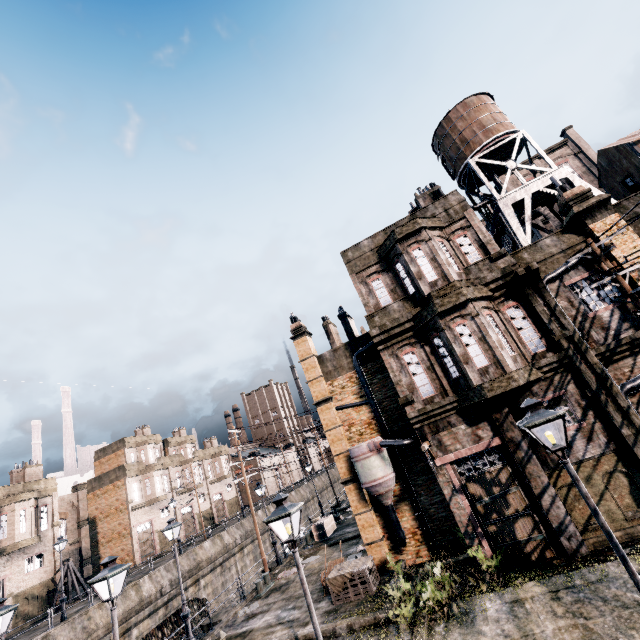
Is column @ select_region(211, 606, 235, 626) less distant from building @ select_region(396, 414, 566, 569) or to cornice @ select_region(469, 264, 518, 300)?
building @ select_region(396, 414, 566, 569)

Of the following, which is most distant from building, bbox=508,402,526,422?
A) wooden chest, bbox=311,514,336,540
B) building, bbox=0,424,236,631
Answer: building, bbox=0,424,236,631

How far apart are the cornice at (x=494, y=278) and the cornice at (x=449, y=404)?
4.6 meters

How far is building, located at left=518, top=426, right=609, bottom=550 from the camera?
12.09m

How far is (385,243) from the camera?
17.20m

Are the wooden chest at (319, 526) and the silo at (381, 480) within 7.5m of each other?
no

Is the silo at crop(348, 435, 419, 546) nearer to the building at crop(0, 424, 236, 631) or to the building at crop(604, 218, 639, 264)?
the building at crop(604, 218, 639, 264)

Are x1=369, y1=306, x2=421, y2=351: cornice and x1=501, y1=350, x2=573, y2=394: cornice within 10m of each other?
yes
